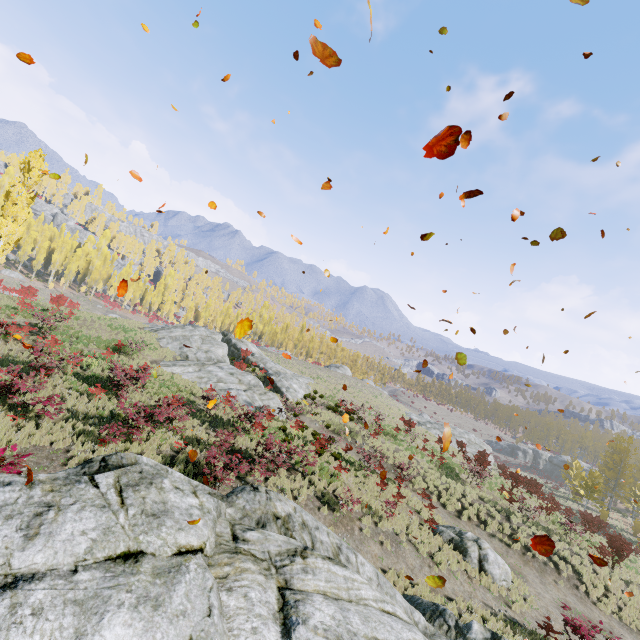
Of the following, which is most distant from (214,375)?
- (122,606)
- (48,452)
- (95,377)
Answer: (122,606)

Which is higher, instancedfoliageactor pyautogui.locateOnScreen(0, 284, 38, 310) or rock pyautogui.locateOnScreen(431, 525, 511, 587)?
instancedfoliageactor pyautogui.locateOnScreen(0, 284, 38, 310)

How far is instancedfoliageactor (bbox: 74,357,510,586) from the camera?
12.2m

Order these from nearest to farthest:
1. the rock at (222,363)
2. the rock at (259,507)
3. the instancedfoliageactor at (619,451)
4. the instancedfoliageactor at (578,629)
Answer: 1. the rock at (259,507)
2. the instancedfoliageactor at (578,629)
3. the instancedfoliageactor at (619,451)
4. the rock at (222,363)

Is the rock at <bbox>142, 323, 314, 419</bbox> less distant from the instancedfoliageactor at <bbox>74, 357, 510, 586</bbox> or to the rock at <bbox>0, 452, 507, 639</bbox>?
the instancedfoliageactor at <bbox>74, 357, 510, 586</bbox>

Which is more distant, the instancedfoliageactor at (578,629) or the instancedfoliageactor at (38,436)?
the instancedfoliageactor at (578,629)

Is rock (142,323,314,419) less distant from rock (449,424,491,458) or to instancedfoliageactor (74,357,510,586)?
instancedfoliageactor (74,357,510,586)
